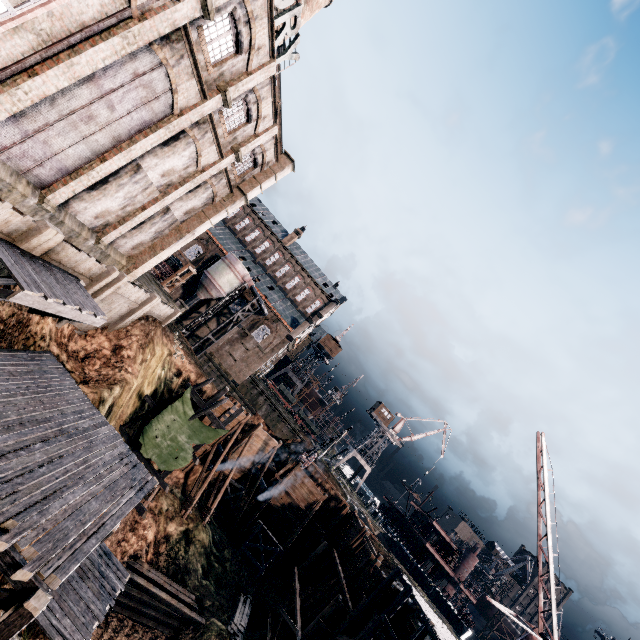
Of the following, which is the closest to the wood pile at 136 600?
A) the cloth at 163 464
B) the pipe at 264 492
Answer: the cloth at 163 464

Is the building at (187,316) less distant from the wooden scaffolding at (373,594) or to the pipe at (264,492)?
the pipe at (264,492)

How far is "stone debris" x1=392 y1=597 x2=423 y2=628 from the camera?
24.7 meters

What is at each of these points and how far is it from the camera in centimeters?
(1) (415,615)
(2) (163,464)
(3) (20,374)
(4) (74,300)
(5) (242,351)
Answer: (1) stone debris, 2550cm
(2) cloth, 2291cm
(3) wooden scaffolding, 1342cm
(4) wooden platform, 1316cm
(5) building, 5166cm

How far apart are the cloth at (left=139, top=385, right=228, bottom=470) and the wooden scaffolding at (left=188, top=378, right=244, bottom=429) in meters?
0.0

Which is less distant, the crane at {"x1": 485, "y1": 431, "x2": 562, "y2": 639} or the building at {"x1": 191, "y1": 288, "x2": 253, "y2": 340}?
the crane at {"x1": 485, "y1": 431, "x2": 562, "y2": 639}

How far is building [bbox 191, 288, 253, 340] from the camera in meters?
51.5 m

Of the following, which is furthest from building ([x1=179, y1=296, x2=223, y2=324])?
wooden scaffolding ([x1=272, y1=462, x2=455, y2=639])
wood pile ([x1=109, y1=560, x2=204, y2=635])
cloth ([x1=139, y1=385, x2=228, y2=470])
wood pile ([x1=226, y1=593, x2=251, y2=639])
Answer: wood pile ([x1=109, y1=560, x2=204, y2=635])
